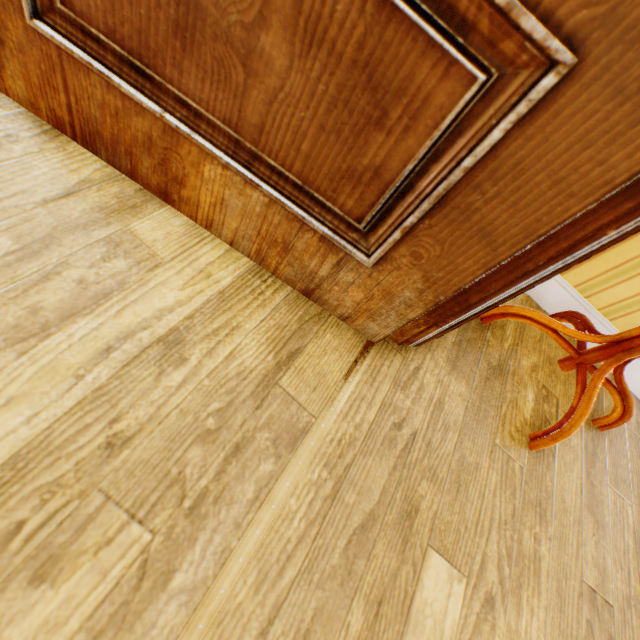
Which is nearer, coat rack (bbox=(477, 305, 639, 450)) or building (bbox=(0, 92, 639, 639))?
building (bbox=(0, 92, 639, 639))

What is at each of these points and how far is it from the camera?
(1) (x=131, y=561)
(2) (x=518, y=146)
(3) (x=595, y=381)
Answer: (1) building, 0.6 meters
(2) childactor, 0.5 meters
(3) coat rack, 1.1 meters

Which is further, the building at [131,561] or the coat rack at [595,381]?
the coat rack at [595,381]

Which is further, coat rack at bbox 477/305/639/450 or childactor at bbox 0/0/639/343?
coat rack at bbox 477/305/639/450

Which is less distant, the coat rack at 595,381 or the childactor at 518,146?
the childactor at 518,146
